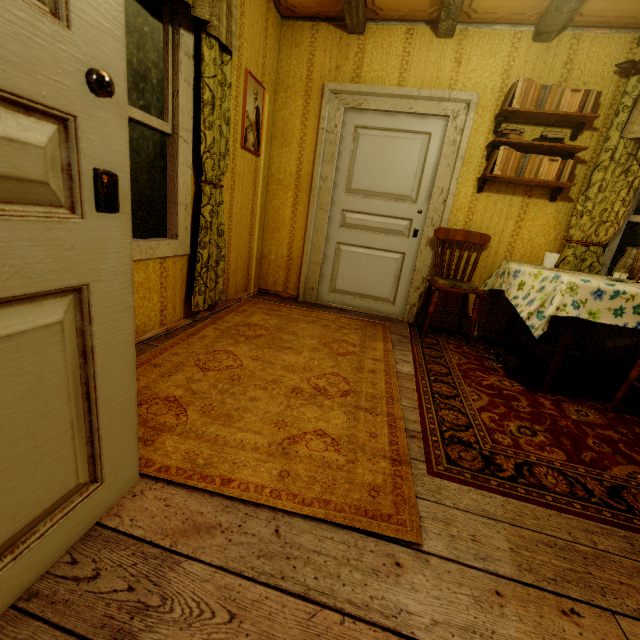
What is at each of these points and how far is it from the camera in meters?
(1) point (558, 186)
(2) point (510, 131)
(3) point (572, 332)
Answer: (1) shelf, 3.0
(2) book, 2.9
(3) table, 2.3

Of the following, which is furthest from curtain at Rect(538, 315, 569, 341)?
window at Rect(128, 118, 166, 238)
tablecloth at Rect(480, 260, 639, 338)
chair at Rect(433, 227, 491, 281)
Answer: window at Rect(128, 118, 166, 238)

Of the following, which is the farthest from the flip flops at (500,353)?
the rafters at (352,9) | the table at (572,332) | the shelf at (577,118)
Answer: the rafters at (352,9)

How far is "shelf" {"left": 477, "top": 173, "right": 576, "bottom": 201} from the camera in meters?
2.9 m

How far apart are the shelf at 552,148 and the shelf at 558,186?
0.19m

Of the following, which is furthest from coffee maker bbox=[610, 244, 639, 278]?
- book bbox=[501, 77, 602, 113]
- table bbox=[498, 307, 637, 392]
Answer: book bbox=[501, 77, 602, 113]

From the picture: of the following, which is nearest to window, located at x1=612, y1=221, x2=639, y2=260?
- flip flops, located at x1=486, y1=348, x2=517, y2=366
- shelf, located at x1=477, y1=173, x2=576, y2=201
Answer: shelf, located at x1=477, y1=173, x2=576, y2=201

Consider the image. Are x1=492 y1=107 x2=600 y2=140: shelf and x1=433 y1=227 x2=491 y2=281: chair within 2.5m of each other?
yes
